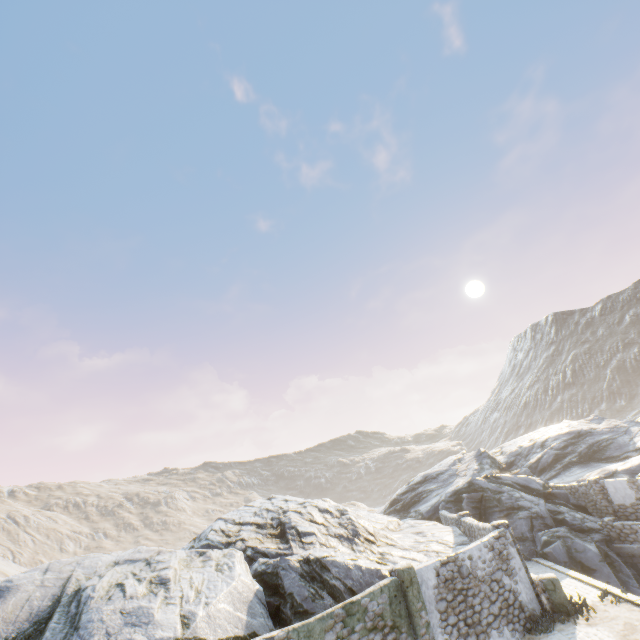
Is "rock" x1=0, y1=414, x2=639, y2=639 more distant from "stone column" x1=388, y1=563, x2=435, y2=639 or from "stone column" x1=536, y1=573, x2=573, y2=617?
"stone column" x1=536, y1=573, x2=573, y2=617

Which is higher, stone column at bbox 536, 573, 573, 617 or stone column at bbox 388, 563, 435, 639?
stone column at bbox 388, 563, 435, 639

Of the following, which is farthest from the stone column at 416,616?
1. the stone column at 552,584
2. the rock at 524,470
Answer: the stone column at 552,584

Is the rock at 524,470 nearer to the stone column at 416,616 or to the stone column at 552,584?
the stone column at 416,616

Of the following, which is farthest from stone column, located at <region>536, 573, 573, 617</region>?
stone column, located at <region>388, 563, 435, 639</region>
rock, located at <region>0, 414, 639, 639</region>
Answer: stone column, located at <region>388, 563, 435, 639</region>

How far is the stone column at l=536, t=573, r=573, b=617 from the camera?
12.12m

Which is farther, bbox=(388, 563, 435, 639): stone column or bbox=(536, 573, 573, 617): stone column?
bbox=(536, 573, 573, 617): stone column

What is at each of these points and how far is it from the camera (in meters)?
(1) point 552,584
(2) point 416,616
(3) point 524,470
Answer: (1) stone column, 12.48
(2) stone column, 10.02
(3) rock, 28.50
